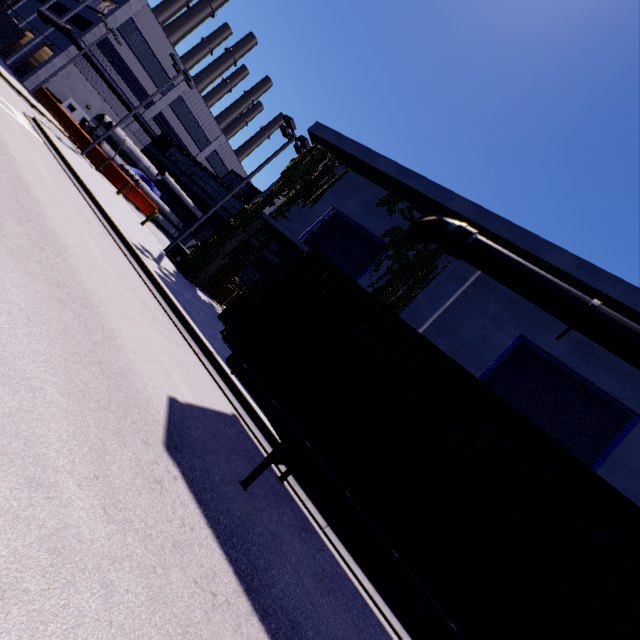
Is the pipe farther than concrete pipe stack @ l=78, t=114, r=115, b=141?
No

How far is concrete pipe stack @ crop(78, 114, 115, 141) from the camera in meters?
28.8

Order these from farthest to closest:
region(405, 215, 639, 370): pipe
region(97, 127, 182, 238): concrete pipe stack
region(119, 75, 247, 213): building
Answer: region(119, 75, 247, 213): building
region(97, 127, 182, 238): concrete pipe stack
region(405, 215, 639, 370): pipe

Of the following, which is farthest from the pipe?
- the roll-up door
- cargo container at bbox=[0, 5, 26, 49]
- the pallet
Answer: the roll-up door

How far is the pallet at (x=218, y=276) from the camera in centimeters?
1875cm

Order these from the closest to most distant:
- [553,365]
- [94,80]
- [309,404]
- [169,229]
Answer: [309,404] → [553,365] → [169,229] → [94,80]

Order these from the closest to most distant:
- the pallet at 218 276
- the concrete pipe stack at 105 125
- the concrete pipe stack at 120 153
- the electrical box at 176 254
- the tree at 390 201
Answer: the tree at 390 201 < the electrical box at 176 254 < the pallet at 218 276 < the concrete pipe stack at 120 153 < the concrete pipe stack at 105 125

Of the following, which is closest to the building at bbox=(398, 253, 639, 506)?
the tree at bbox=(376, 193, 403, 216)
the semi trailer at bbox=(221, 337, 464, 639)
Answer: the tree at bbox=(376, 193, 403, 216)
